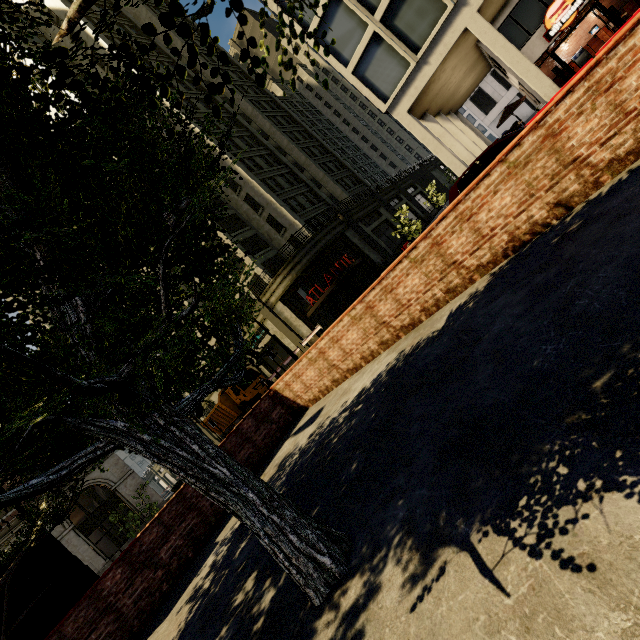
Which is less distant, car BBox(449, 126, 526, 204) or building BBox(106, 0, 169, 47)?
car BBox(449, 126, 526, 204)

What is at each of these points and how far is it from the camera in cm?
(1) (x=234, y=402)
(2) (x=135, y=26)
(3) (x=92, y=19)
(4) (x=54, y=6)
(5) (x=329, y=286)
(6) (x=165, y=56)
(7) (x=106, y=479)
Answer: (1) truck, 2477
(2) building, 3606
(3) building, 3228
(4) building, 3122
(5) building, 2462
(6) building, 3559
(7) building, 2284

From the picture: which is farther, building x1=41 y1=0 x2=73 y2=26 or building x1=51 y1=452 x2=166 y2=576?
building x1=41 y1=0 x2=73 y2=26

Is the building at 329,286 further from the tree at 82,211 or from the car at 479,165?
the car at 479,165

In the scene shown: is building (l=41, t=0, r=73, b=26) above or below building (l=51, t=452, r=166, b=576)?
above

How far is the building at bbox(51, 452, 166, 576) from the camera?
20.34m

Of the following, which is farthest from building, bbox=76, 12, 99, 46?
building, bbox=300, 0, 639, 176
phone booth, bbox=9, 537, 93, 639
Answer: phone booth, bbox=9, 537, 93, 639

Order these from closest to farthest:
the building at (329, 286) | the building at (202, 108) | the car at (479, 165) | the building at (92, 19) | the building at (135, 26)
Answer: the car at (479, 165), the building at (329, 286), the building at (92, 19), the building at (202, 108), the building at (135, 26)
